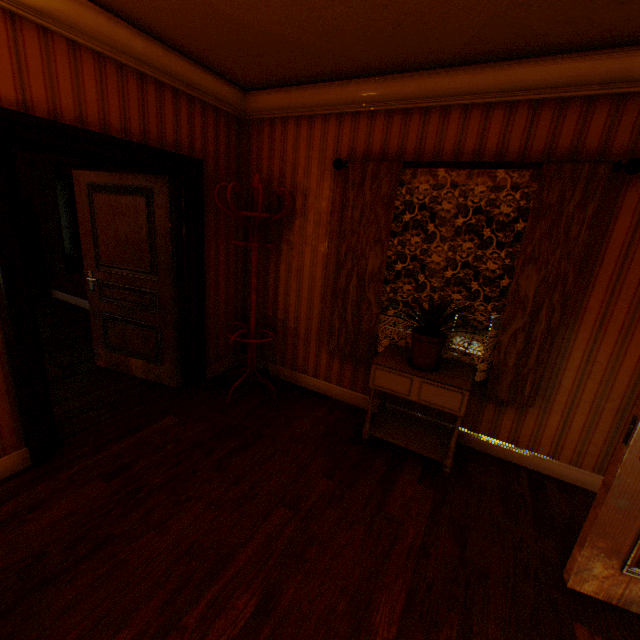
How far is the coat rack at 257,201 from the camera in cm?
304

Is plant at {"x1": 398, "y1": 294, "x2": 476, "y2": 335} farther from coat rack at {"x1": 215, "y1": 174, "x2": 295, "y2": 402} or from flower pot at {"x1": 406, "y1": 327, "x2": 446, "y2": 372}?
coat rack at {"x1": 215, "y1": 174, "x2": 295, "y2": 402}

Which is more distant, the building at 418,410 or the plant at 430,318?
the building at 418,410

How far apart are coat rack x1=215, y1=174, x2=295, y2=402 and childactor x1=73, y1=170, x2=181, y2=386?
0.5 meters

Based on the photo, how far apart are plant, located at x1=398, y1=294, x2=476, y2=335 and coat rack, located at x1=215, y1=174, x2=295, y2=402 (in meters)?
1.36

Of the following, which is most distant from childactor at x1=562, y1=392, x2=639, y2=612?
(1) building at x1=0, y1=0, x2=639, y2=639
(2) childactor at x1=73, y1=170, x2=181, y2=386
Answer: (2) childactor at x1=73, y1=170, x2=181, y2=386

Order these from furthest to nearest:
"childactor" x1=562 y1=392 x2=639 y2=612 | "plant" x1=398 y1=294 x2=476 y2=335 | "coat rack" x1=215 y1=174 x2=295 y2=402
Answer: "coat rack" x1=215 y1=174 x2=295 y2=402, "plant" x1=398 y1=294 x2=476 y2=335, "childactor" x1=562 y1=392 x2=639 y2=612

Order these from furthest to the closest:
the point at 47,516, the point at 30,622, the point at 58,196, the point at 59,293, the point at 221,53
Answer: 1. the point at 59,293
2. the point at 58,196
3. the point at 221,53
4. the point at 47,516
5. the point at 30,622
